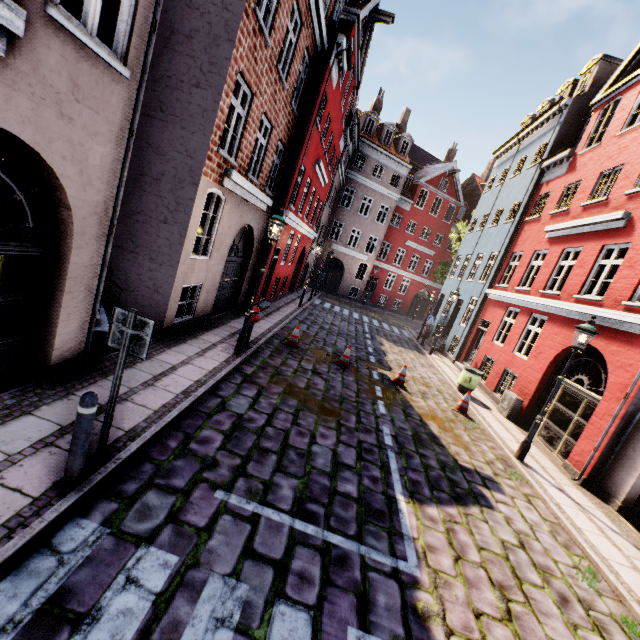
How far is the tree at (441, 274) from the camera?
26.5 meters

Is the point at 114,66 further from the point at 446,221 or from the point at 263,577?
the point at 446,221

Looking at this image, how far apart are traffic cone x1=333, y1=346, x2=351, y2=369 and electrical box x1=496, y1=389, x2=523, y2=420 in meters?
5.8

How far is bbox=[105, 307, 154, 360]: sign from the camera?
3.60m

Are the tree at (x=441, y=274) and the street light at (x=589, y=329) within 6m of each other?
no

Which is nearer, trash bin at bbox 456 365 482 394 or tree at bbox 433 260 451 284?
trash bin at bbox 456 365 482 394

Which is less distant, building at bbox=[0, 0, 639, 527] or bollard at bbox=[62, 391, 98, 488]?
bollard at bbox=[62, 391, 98, 488]

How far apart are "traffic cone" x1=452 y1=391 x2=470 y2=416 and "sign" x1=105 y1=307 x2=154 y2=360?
9.79m
